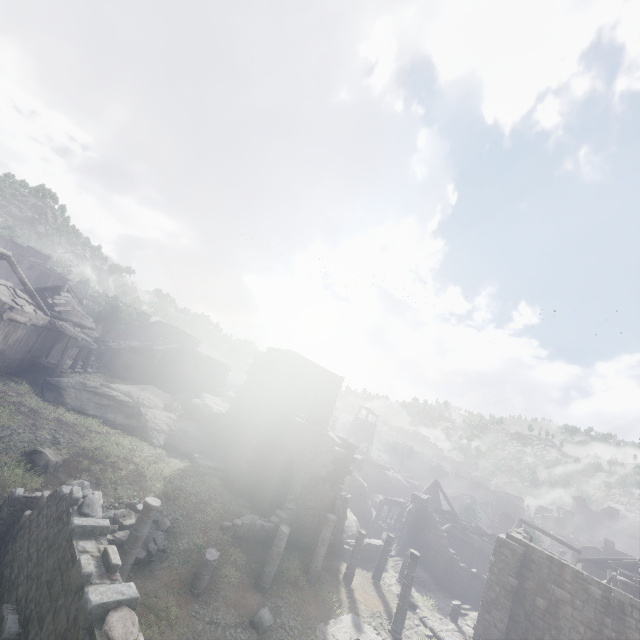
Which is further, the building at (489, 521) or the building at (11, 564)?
the building at (489, 521)

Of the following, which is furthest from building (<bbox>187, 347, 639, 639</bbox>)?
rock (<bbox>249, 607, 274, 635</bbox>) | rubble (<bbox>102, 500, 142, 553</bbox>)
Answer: rock (<bbox>249, 607, 274, 635</bbox>)

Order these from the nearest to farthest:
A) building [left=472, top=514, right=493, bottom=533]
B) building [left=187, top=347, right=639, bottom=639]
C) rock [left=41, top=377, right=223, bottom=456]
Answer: building [left=187, top=347, right=639, bottom=639]
rock [left=41, top=377, right=223, bottom=456]
building [left=472, top=514, right=493, bottom=533]

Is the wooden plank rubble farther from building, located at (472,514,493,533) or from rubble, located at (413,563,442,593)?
rubble, located at (413,563,442,593)

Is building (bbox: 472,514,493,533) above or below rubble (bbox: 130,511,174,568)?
above

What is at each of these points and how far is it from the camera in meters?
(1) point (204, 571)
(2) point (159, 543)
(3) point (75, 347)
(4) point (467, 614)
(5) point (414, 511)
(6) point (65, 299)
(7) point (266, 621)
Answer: (1) building, 12.8 m
(2) rubble, 13.7 m
(3) building, 29.8 m
(4) rubble, 22.2 m
(5) building, 29.2 m
(6) wooden plank rubble, 30.4 m
(7) rock, 12.7 m

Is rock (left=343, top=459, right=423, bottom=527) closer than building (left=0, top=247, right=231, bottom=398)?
No

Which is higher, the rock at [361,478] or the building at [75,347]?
the building at [75,347]
